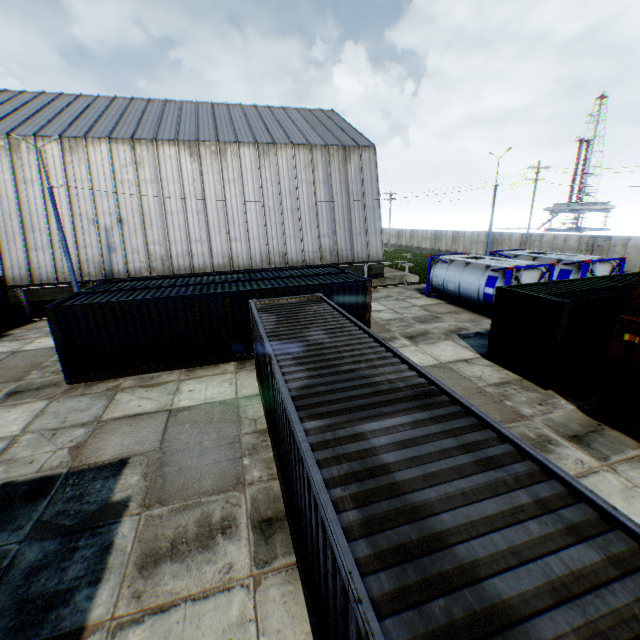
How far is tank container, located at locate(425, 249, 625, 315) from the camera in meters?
16.8

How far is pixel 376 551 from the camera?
2.7m

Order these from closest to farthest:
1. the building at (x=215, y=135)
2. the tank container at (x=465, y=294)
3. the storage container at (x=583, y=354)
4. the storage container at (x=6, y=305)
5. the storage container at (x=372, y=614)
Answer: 1. the storage container at (x=372, y=614)
2. the storage container at (x=583, y=354)
3. the tank container at (x=465, y=294)
4. the storage container at (x=6, y=305)
5. the building at (x=215, y=135)

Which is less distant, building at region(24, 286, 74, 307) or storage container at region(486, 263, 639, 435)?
storage container at region(486, 263, 639, 435)

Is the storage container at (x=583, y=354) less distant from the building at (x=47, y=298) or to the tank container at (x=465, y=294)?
the tank container at (x=465, y=294)

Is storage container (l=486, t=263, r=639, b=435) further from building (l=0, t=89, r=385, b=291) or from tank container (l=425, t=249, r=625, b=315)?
building (l=0, t=89, r=385, b=291)

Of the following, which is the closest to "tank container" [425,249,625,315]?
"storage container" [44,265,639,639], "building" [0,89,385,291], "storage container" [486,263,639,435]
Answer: "storage container" [486,263,639,435]

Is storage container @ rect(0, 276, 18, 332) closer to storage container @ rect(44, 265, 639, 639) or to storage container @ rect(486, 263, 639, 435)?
storage container @ rect(44, 265, 639, 639)
